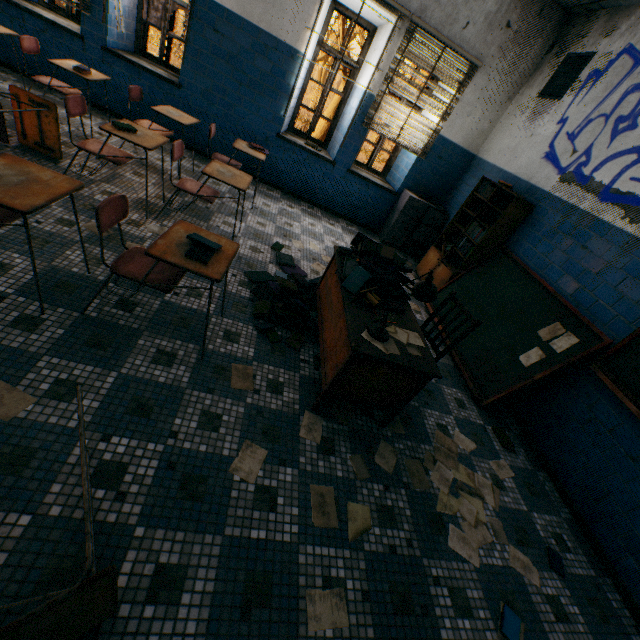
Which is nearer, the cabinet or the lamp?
the lamp

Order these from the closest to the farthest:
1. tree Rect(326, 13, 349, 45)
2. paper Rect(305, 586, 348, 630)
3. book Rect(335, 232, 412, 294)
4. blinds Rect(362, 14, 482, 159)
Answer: paper Rect(305, 586, 348, 630)
book Rect(335, 232, 412, 294)
blinds Rect(362, 14, 482, 159)
tree Rect(326, 13, 349, 45)

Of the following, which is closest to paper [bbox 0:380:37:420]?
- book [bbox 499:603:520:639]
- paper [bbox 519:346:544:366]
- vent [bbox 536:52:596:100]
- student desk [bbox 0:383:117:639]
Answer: student desk [bbox 0:383:117:639]

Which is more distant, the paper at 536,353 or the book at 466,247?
the book at 466,247

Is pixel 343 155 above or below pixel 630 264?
below

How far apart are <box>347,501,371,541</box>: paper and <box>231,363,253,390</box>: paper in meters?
1.0

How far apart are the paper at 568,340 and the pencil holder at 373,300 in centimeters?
201cm

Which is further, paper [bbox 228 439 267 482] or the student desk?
paper [bbox 228 439 267 482]
